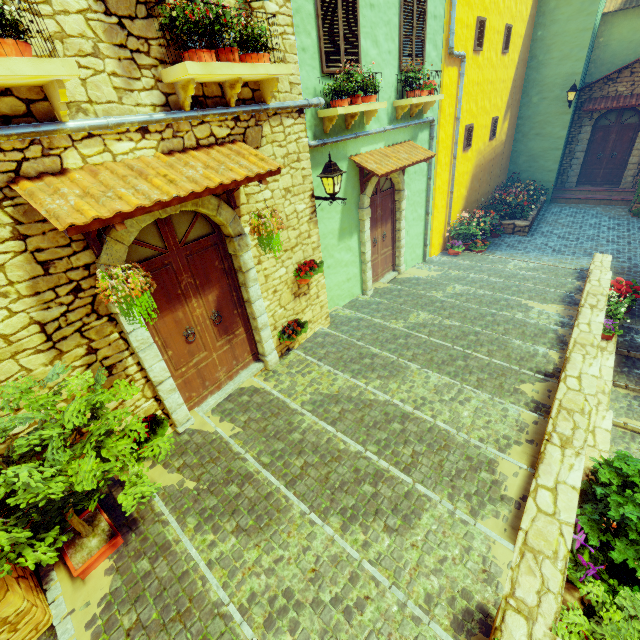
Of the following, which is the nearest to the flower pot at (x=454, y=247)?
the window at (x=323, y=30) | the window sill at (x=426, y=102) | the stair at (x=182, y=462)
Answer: the stair at (x=182, y=462)

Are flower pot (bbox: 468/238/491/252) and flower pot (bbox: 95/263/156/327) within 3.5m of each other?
no

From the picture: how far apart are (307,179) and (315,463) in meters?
4.4 m

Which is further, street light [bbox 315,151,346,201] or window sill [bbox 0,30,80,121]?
street light [bbox 315,151,346,201]

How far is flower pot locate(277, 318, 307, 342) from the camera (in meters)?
5.66

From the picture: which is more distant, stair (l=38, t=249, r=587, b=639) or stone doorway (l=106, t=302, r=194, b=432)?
stone doorway (l=106, t=302, r=194, b=432)

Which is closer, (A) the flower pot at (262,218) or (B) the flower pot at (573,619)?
(B) the flower pot at (573,619)

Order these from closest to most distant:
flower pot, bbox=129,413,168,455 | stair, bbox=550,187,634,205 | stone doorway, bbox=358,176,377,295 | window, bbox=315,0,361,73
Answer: flower pot, bbox=129,413,168,455 < window, bbox=315,0,361,73 < stone doorway, bbox=358,176,377,295 < stair, bbox=550,187,634,205
